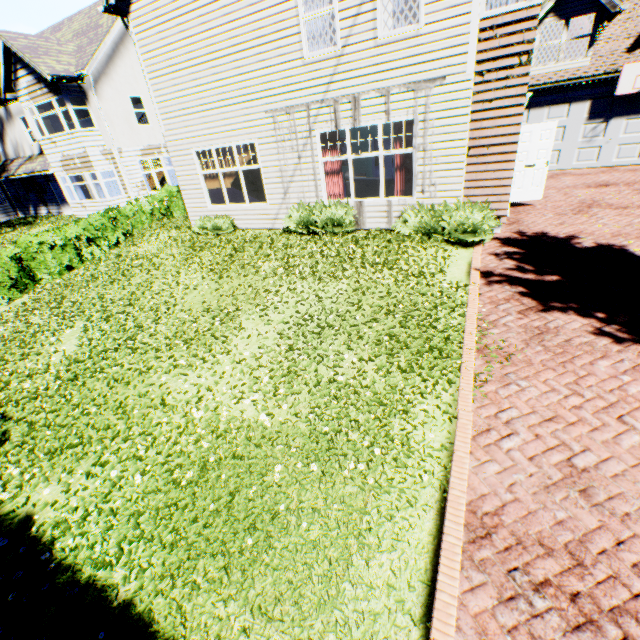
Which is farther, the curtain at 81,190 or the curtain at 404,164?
the curtain at 81,190

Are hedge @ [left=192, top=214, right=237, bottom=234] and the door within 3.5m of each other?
no

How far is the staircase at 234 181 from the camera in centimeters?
1139cm

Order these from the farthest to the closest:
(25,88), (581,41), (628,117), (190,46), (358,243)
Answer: (581,41) < (25,88) < (628,117) < (190,46) < (358,243)

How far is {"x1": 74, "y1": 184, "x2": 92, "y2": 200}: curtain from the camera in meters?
19.8

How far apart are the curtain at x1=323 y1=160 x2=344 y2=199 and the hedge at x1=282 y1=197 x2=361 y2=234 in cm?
42

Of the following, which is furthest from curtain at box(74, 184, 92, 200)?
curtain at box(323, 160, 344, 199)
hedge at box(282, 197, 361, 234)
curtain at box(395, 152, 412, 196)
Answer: curtain at box(395, 152, 412, 196)

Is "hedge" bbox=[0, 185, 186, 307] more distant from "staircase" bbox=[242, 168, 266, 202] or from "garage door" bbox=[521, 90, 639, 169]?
"garage door" bbox=[521, 90, 639, 169]
